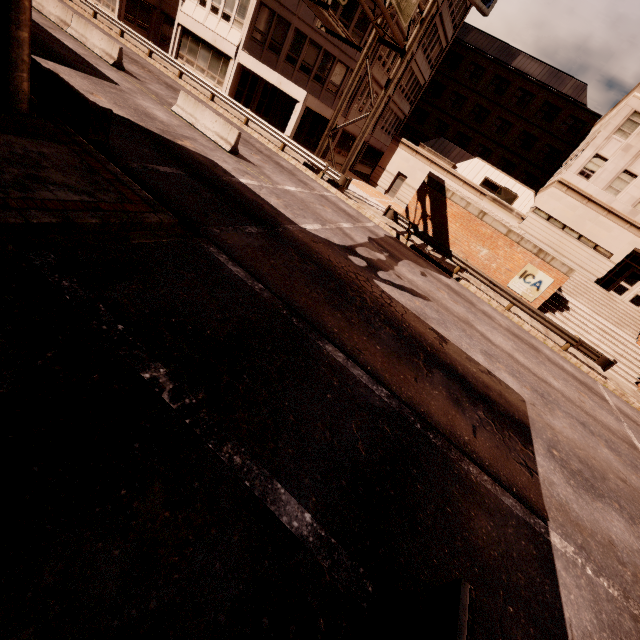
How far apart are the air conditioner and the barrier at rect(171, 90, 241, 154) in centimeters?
2375cm

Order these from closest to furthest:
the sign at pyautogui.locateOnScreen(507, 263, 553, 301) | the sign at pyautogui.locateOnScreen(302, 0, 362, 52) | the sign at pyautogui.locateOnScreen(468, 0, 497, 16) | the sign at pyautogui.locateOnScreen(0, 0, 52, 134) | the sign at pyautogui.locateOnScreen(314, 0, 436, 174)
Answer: the sign at pyautogui.locateOnScreen(0, 0, 52, 134) < the sign at pyautogui.locateOnScreen(302, 0, 362, 52) < the sign at pyautogui.locateOnScreen(314, 0, 436, 174) < the sign at pyautogui.locateOnScreen(507, 263, 553, 301) < the sign at pyautogui.locateOnScreen(468, 0, 497, 16)

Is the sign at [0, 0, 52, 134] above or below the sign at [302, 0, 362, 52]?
below

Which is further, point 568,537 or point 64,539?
point 568,537

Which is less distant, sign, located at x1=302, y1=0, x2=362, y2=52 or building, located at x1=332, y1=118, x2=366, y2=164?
sign, located at x1=302, y1=0, x2=362, y2=52

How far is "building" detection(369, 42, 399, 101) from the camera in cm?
2612

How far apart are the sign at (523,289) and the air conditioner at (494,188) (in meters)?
12.54

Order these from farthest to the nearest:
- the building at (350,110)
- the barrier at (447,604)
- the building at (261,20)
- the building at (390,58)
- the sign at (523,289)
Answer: the building at (350,110), the building at (390,58), the building at (261,20), the sign at (523,289), the barrier at (447,604)
